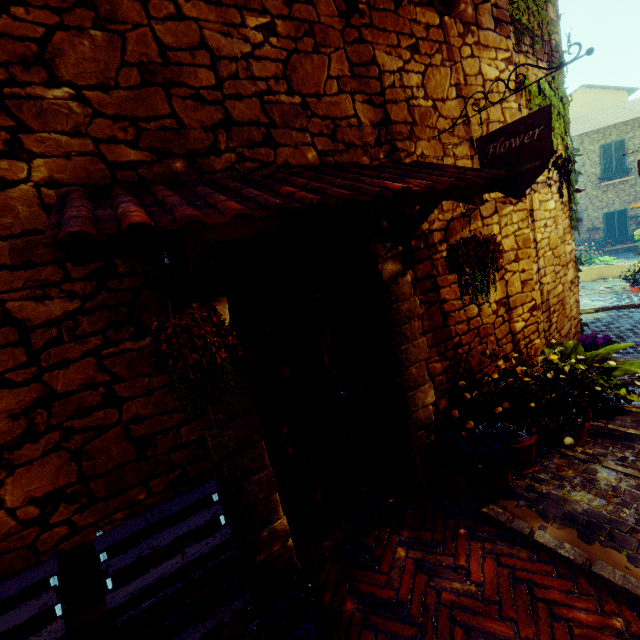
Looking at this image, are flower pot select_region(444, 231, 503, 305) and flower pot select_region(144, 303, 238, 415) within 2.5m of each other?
yes

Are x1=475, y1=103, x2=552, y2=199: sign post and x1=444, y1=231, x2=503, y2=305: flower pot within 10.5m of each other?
yes

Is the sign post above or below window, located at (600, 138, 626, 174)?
below

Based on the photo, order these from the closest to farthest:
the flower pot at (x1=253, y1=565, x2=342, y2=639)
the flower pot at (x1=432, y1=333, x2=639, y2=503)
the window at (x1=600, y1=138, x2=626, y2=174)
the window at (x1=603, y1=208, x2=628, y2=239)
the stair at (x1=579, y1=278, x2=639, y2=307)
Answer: the flower pot at (x1=253, y1=565, x2=342, y2=639) < the flower pot at (x1=432, y1=333, x2=639, y2=503) < the stair at (x1=579, y1=278, x2=639, y2=307) < the window at (x1=600, y1=138, x2=626, y2=174) < the window at (x1=603, y1=208, x2=628, y2=239)

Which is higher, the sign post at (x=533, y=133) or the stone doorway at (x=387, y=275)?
the sign post at (x=533, y=133)

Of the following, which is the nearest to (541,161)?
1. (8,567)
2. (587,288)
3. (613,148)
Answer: (8,567)

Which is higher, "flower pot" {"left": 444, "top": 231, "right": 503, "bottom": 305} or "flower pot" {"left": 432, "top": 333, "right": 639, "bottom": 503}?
"flower pot" {"left": 444, "top": 231, "right": 503, "bottom": 305}

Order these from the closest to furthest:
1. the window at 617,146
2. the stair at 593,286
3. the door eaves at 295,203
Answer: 1. the door eaves at 295,203
2. the stair at 593,286
3. the window at 617,146
